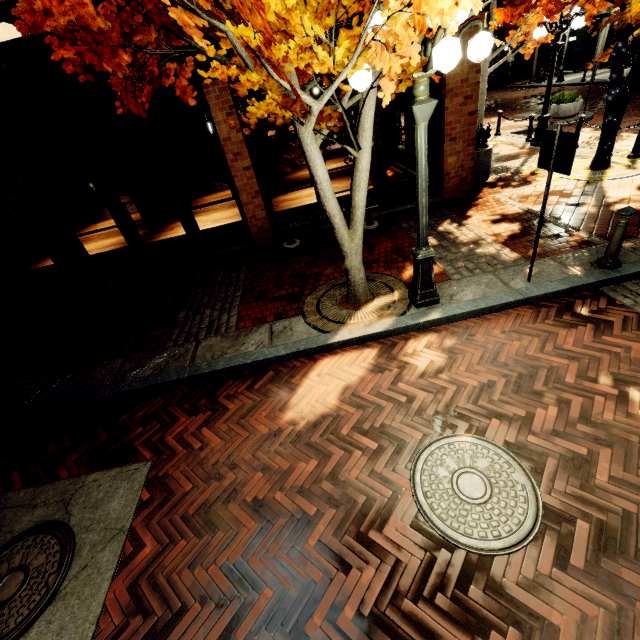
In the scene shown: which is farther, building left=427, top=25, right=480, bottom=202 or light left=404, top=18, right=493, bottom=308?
building left=427, top=25, right=480, bottom=202

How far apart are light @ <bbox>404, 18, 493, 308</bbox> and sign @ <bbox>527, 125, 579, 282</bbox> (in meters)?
1.21

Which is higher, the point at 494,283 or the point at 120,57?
the point at 120,57

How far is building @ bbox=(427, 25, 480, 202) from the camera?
6.8m

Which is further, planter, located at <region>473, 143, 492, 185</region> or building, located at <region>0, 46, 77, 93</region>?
planter, located at <region>473, 143, 492, 185</region>

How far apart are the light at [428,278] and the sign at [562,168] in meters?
1.2

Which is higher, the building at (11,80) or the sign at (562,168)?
the building at (11,80)
